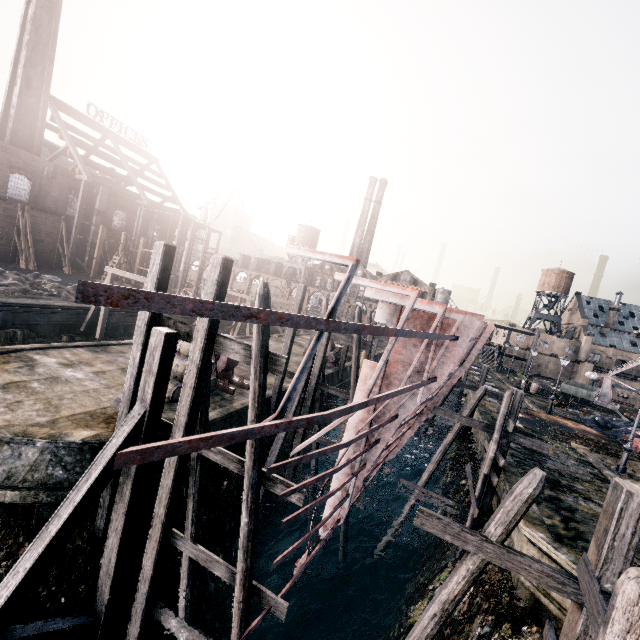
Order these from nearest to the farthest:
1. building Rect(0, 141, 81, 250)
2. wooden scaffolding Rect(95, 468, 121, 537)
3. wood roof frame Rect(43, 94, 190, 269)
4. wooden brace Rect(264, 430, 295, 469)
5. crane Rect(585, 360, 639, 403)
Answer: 1. wooden scaffolding Rect(95, 468, 121, 537)
2. wooden brace Rect(264, 430, 295, 469)
3. building Rect(0, 141, 81, 250)
4. wood roof frame Rect(43, 94, 190, 269)
5. crane Rect(585, 360, 639, 403)

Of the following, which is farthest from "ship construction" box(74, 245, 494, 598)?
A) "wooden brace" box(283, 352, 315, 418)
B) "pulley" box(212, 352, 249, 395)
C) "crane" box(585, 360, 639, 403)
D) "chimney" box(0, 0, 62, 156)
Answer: "chimney" box(0, 0, 62, 156)

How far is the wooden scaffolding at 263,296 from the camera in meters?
7.6

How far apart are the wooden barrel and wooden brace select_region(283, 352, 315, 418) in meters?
4.0

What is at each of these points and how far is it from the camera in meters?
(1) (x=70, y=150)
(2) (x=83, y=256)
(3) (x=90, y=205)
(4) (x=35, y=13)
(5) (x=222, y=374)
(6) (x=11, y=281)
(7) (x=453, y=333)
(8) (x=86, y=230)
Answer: (1) wood roof frame, 41.1
(2) building, 44.3
(3) building, 43.4
(4) chimney, 36.5
(5) pulley, 18.6
(6) stone debris, 28.9
(7) ship construction, 10.0
(8) building, 43.8

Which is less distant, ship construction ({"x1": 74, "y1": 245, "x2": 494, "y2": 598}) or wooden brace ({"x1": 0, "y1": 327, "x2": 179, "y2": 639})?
ship construction ({"x1": 74, "y1": 245, "x2": 494, "y2": 598})

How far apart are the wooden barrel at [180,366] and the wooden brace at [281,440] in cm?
399
